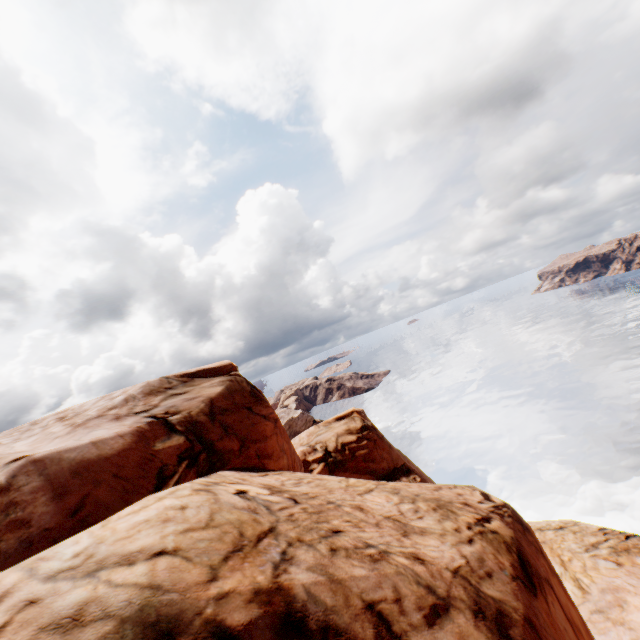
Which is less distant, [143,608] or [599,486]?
[143,608]
